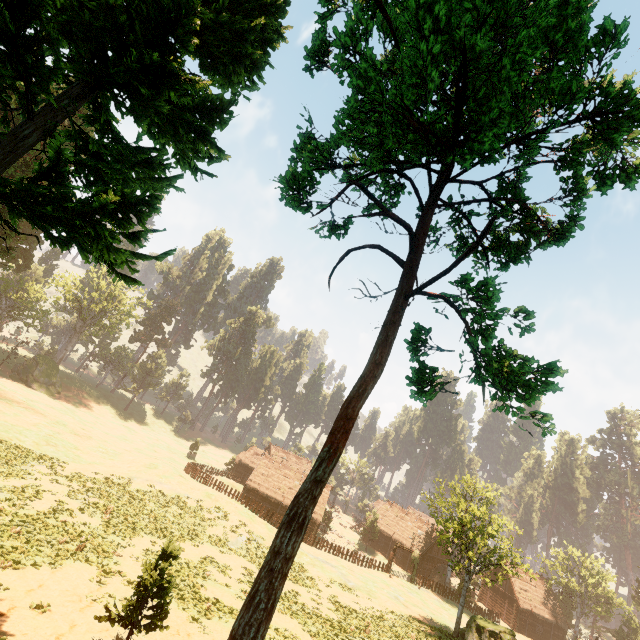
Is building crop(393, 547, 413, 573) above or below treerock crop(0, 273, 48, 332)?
below

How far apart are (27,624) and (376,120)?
19.3m

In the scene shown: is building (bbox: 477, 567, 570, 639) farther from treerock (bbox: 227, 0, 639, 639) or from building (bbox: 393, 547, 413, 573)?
building (bbox: 393, 547, 413, 573)

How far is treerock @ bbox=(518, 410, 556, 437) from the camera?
9.41m

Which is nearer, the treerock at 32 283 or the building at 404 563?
the building at 404 563

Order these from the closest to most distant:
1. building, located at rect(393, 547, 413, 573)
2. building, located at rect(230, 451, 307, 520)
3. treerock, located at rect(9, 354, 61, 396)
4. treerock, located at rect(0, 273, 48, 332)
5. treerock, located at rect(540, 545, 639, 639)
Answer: treerock, located at rect(540, 545, 639, 639)
building, located at rect(230, 451, 307, 520)
building, located at rect(393, 547, 413, 573)
treerock, located at rect(9, 354, 61, 396)
treerock, located at rect(0, 273, 48, 332)

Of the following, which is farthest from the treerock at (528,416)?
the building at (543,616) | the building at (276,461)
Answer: the building at (543,616)
